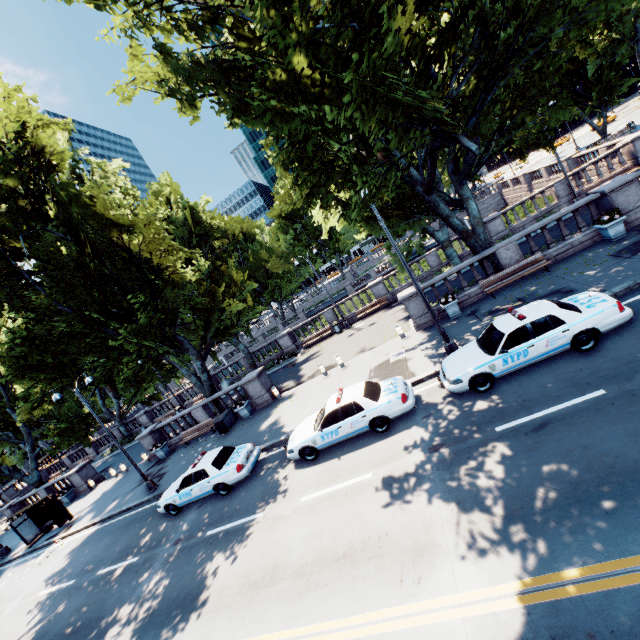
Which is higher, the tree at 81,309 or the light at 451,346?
the tree at 81,309

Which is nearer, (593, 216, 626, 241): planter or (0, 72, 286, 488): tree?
(593, 216, 626, 241): planter

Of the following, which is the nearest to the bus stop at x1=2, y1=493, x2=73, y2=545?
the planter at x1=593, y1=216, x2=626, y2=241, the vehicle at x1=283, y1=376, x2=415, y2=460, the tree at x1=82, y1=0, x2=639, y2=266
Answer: the tree at x1=82, y1=0, x2=639, y2=266

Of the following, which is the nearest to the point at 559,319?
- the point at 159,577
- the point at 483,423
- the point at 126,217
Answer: the point at 483,423

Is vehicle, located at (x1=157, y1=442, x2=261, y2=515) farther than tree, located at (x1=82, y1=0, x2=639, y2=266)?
Yes

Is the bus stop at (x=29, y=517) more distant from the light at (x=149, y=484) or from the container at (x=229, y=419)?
the container at (x=229, y=419)

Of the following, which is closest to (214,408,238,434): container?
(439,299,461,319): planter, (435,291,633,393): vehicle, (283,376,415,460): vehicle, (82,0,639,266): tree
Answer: (82,0,639,266): tree

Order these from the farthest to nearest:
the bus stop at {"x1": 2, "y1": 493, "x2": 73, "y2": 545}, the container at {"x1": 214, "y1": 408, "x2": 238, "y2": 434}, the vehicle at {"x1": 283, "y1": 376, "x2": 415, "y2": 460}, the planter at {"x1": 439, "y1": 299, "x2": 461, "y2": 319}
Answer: the bus stop at {"x1": 2, "y1": 493, "x2": 73, "y2": 545} → the container at {"x1": 214, "y1": 408, "x2": 238, "y2": 434} → the planter at {"x1": 439, "y1": 299, "x2": 461, "y2": 319} → the vehicle at {"x1": 283, "y1": 376, "x2": 415, "y2": 460}
